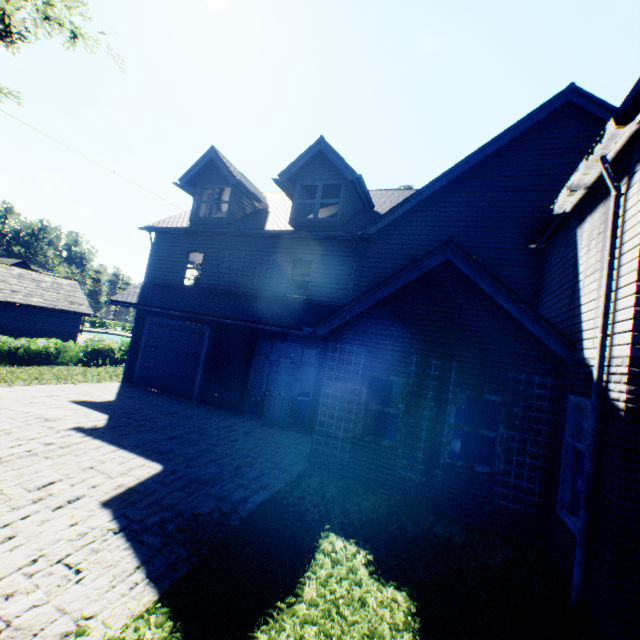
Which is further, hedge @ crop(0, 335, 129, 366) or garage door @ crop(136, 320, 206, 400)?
hedge @ crop(0, 335, 129, 366)

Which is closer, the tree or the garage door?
the tree

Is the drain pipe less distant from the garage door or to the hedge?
the garage door

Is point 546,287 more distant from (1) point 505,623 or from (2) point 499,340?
(1) point 505,623

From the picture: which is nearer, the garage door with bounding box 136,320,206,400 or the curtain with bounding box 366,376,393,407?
the curtain with bounding box 366,376,393,407

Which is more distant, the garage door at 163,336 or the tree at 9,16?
the garage door at 163,336

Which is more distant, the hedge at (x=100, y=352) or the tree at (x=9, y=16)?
the hedge at (x=100, y=352)

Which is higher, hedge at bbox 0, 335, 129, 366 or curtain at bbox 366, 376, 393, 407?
curtain at bbox 366, 376, 393, 407
